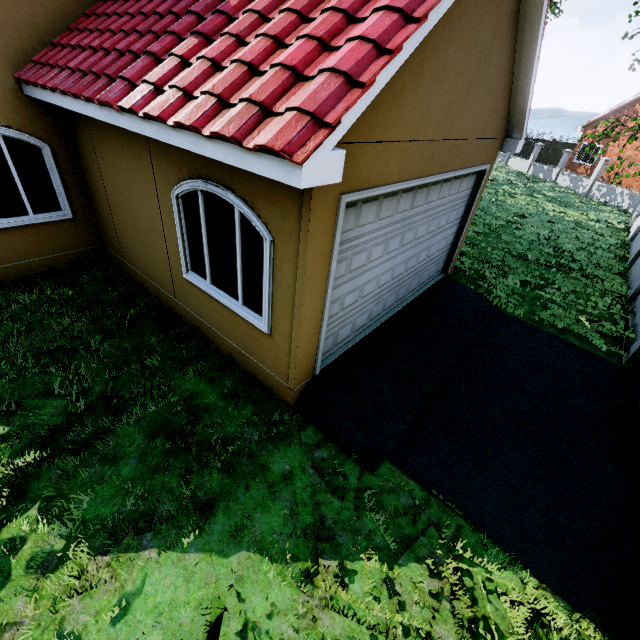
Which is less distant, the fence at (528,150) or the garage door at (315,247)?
the garage door at (315,247)

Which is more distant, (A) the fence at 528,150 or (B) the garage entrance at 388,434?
(A) the fence at 528,150

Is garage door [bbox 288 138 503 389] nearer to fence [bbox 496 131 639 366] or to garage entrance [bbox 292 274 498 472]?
garage entrance [bbox 292 274 498 472]

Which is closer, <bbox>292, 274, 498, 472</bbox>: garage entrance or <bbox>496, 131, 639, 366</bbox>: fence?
<bbox>292, 274, 498, 472</bbox>: garage entrance

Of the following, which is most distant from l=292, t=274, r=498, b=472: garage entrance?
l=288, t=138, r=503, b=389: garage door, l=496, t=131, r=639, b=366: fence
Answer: l=496, t=131, r=639, b=366: fence

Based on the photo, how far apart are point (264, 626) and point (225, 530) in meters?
0.9 m
